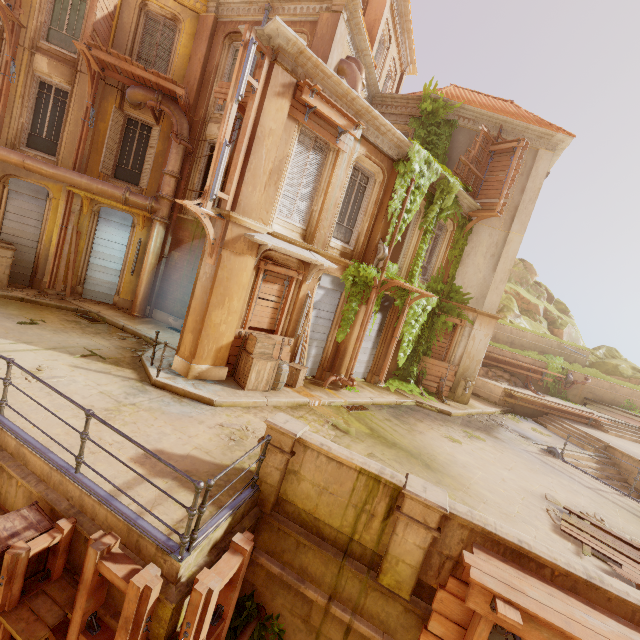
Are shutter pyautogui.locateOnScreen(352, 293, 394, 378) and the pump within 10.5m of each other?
yes

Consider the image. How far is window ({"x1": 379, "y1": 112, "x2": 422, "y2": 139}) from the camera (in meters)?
15.04

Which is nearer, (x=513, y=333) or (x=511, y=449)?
(x=511, y=449)

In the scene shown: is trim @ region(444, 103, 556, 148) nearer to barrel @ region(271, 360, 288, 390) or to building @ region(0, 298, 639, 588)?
building @ region(0, 298, 639, 588)

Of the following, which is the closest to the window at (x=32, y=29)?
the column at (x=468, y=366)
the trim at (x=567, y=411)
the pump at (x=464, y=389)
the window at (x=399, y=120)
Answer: the window at (x=399, y=120)

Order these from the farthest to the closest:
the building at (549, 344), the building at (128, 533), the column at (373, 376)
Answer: the building at (549, 344) → the column at (373, 376) → the building at (128, 533)

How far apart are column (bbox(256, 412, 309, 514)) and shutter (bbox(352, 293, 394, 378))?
7.6 meters

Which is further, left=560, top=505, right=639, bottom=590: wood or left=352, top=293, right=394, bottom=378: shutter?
left=352, top=293, right=394, bottom=378: shutter
